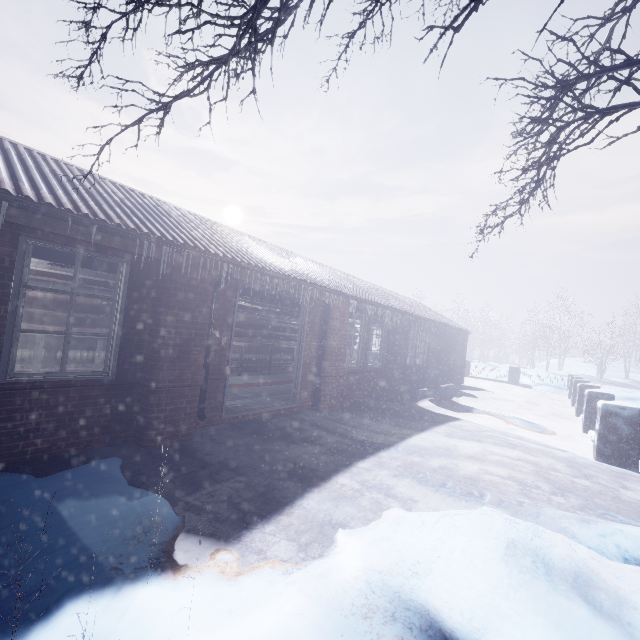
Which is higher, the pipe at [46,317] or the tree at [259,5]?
the tree at [259,5]

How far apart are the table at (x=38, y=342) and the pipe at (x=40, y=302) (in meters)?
0.10

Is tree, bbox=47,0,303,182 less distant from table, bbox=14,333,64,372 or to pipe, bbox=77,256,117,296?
pipe, bbox=77,256,117,296

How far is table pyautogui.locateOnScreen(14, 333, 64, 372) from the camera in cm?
498

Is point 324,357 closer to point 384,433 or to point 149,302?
point 384,433

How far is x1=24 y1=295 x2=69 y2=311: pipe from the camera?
5.2 meters

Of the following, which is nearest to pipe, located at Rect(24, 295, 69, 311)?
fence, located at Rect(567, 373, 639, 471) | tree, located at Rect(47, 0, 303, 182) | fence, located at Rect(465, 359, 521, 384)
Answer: tree, located at Rect(47, 0, 303, 182)

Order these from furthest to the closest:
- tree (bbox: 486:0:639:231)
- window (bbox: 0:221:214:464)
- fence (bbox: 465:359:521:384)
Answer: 1. fence (bbox: 465:359:521:384)
2. window (bbox: 0:221:214:464)
3. tree (bbox: 486:0:639:231)
